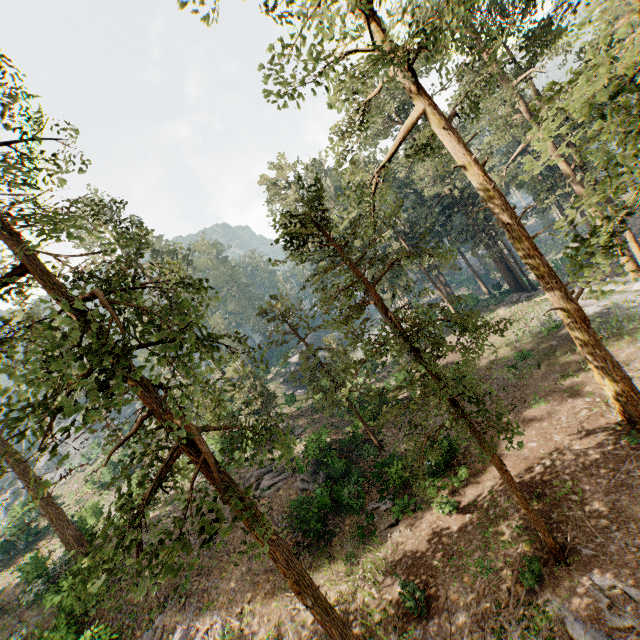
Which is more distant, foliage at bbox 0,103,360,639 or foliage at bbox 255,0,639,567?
foliage at bbox 0,103,360,639

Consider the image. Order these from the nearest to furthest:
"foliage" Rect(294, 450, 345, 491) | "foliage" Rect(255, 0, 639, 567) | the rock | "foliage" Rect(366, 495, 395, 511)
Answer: "foliage" Rect(255, 0, 639, 567) < "foliage" Rect(366, 495, 395, 511) < "foliage" Rect(294, 450, 345, 491) < the rock

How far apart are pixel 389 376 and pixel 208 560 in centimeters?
2395cm

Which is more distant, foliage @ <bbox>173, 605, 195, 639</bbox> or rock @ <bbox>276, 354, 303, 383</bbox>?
rock @ <bbox>276, 354, 303, 383</bbox>

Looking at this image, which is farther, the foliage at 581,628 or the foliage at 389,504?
the foliage at 389,504

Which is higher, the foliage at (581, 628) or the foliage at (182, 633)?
the foliage at (182, 633)

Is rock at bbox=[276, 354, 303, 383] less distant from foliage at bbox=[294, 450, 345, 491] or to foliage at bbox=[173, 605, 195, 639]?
foliage at bbox=[294, 450, 345, 491]

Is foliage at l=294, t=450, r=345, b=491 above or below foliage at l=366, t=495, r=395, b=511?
above
